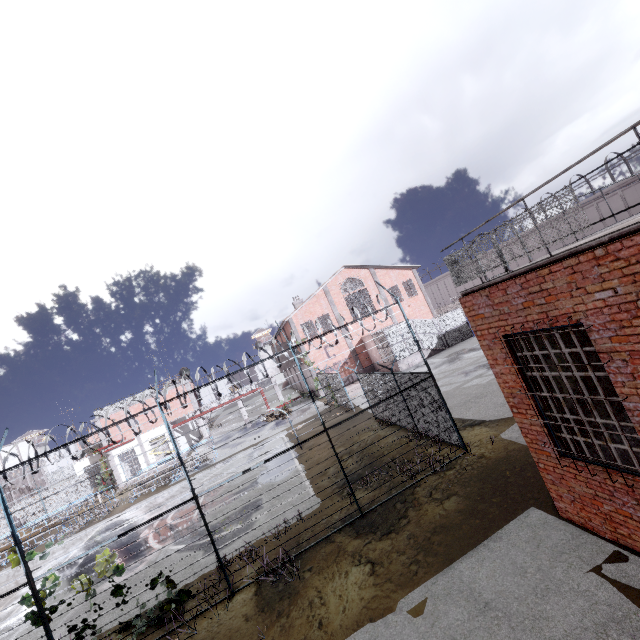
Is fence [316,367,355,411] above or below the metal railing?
below

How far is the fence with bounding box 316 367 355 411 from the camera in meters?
10.0 m

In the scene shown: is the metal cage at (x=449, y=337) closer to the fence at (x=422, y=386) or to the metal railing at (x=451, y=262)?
the metal railing at (x=451, y=262)

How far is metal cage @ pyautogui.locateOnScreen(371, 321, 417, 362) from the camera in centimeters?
2934cm

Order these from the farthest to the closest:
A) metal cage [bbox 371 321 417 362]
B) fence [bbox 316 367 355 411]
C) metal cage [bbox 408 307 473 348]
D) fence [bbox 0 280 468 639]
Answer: metal cage [bbox 408 307 473 348] < metal cage [bbox 371 321 417 362] < fence [bbox 316 367 355 411] < fence [bbox 0 280 468 639]

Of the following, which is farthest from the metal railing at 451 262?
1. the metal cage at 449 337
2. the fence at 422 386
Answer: the metal cage at 449 337

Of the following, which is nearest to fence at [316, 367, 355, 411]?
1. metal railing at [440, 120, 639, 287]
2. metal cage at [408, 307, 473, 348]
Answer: metal railing at [440, 120, 639, 287]

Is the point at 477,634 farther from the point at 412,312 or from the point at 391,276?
the point at 391,276
